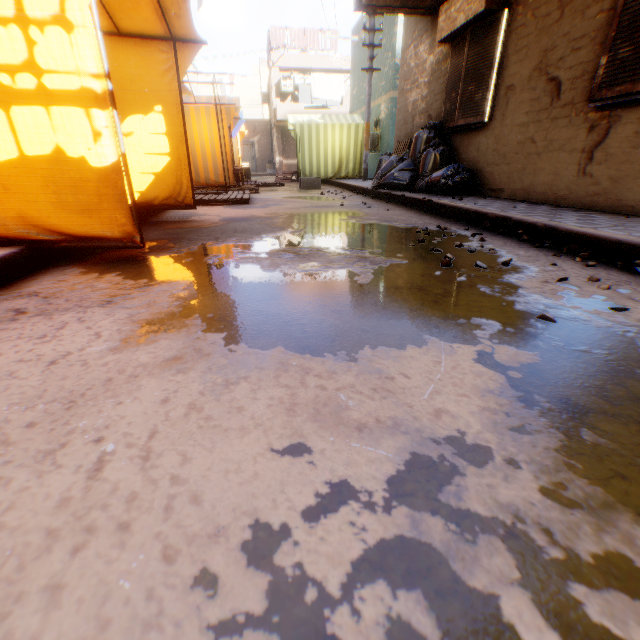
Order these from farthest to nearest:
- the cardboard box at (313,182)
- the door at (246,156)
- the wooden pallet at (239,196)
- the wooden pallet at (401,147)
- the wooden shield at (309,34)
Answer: the door at (246,156)
the wooden shield at (309,34)
the cardboard box at (313,182)
the wooden pallet at (401,147)
the wooden pallet at (239,196)

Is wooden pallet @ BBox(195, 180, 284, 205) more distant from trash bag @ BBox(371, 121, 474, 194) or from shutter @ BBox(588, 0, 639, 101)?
shutter @ BBox(588, 0, 639, 101)

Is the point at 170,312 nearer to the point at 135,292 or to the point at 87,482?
the point at 135,292

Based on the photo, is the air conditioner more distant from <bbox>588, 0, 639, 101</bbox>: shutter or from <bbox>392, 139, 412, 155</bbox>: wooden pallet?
<bbox>392, 139, 412, 155</bbox>: wooden pallet

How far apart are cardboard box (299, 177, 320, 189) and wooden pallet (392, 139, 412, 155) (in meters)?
1.80

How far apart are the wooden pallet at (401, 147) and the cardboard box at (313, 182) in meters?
1.8

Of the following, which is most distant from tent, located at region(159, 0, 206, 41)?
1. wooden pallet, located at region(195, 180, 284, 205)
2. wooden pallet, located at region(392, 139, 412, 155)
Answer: wooden pallet, located at region(392, 139, 412, 155)
